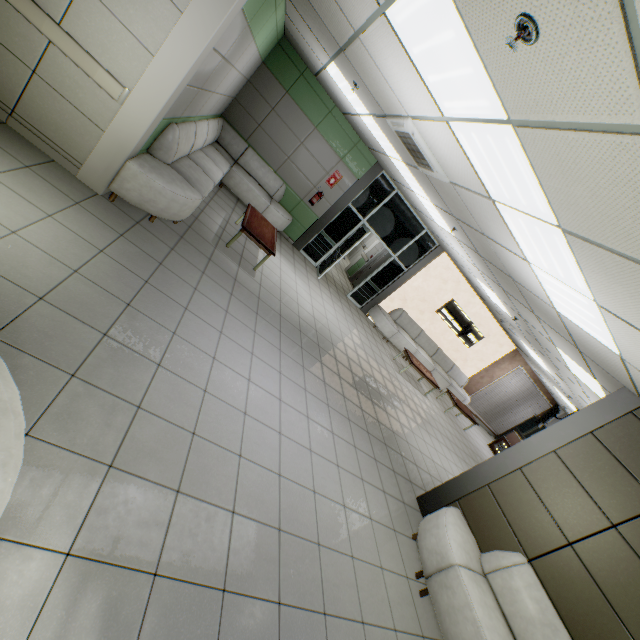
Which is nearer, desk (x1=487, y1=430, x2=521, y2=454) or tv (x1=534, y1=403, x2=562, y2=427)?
tv (x1=534, y1=403, x2=562, y2=427)

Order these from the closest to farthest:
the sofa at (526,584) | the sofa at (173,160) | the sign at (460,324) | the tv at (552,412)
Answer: the sofa at (526,584) → the sofa at (173,160) → the tv at (552,412) → the sign at (460,324)

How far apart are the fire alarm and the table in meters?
4.7

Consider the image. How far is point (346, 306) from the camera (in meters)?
9.93

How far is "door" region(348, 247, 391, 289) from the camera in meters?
12.7 m

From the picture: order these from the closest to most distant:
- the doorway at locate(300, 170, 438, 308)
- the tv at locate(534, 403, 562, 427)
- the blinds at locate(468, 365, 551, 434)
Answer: the doorway at locate(300, 170, 438, 308), the tv at locate(534, 403, 562, 427), the blinds at locate(468, 365, 551, 434)

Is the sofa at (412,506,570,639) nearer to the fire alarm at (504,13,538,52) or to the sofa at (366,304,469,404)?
the fire alarm at (504,13,538,52)

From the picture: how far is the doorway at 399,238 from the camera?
9.19m
